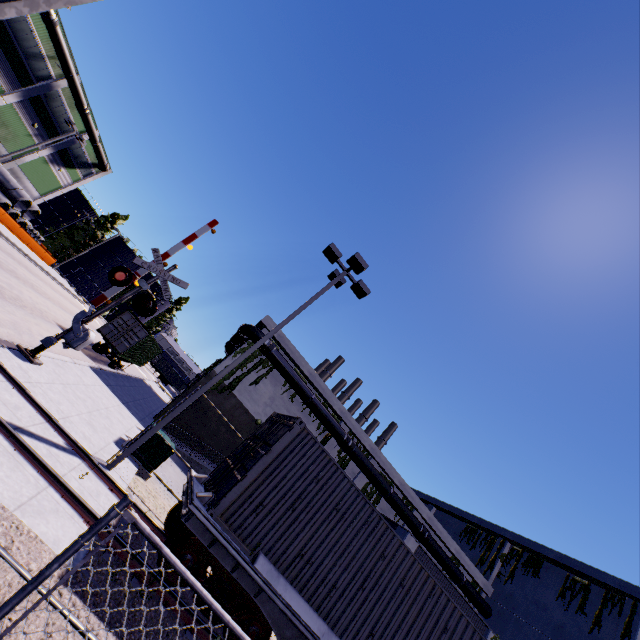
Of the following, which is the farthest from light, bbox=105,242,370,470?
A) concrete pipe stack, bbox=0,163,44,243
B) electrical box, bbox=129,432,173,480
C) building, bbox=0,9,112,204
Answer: concrete pipe stack, bbox=0,163,44,243

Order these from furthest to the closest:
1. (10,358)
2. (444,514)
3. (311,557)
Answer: (444,514) < (10,358) < (311,557)

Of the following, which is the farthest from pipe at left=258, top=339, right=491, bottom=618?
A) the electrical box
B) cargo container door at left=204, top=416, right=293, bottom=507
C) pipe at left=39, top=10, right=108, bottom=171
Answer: pipe at left=39, top=10, right=108, bottom=171

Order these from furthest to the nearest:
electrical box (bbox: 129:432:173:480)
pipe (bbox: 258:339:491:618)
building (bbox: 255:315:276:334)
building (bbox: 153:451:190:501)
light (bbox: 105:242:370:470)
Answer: building (bbox: 255:315:276:334) < pipe (bbox: 258:339:491:618) < building (bbox: 153:451:190:501) < electrical box (bbox: 129:432:173:480) < light (bbox: 105:242:370:470)

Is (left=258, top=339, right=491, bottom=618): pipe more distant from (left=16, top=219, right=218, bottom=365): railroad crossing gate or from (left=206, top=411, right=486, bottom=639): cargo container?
(left=16, top=219, right=218, bottom=365): railroad crossing gate

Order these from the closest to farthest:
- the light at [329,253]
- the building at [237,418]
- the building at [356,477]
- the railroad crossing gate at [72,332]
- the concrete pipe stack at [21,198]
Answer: the light at [329,253] < the railroad crossing gate at [72,332] < the building at [237,418] < the building at [356,477] < the concrete pipe stack at [21,198]

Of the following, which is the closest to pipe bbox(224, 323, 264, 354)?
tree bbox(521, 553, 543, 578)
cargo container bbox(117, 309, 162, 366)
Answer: cargo container bbox(117, 309, 162, 366)

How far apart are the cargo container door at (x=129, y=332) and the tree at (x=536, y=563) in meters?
34.5 m
